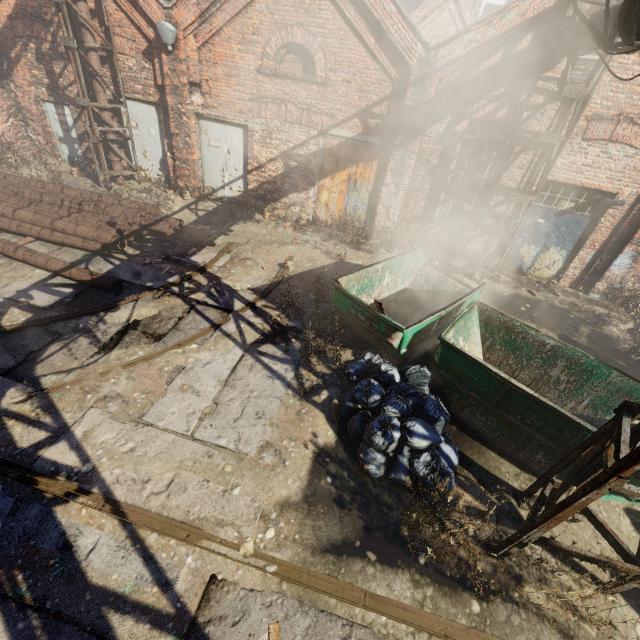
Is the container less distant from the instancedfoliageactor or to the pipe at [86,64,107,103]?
the pipe at [86,64,107,103]

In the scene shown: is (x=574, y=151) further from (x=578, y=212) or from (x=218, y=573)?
(x=218, y=573)

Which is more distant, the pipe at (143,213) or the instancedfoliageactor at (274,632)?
the pipe at (143,213)

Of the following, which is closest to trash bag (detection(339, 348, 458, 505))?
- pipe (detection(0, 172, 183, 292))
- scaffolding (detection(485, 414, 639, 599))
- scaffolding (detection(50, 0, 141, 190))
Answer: scaffolding (detection(485, 414, 639, 599))

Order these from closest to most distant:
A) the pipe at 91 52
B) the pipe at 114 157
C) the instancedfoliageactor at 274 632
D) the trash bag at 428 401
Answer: the instancedfoliageactor at 274 632, the trash bag at 428 401, the pipe at 91 52, the pipe at 114 157

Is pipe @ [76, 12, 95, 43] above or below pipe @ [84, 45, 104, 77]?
above

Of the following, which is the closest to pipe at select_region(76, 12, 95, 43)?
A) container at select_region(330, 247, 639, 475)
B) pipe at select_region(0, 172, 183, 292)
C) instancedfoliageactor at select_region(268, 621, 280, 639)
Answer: container at select_region(330, 247, 639, 475)

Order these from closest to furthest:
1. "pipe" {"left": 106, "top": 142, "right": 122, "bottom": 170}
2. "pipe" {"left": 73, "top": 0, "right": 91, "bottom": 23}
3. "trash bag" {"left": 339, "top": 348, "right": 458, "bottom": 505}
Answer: "trash bag" {"left": 339, "top": 348, "right": 458, "bottom": 505}
"pipe" {"left": 73, "top": 0, "right": 91, "bottom": 23}
"pipe" {"left": 106, "top": 142, "right": 122, "bottom": 170}
